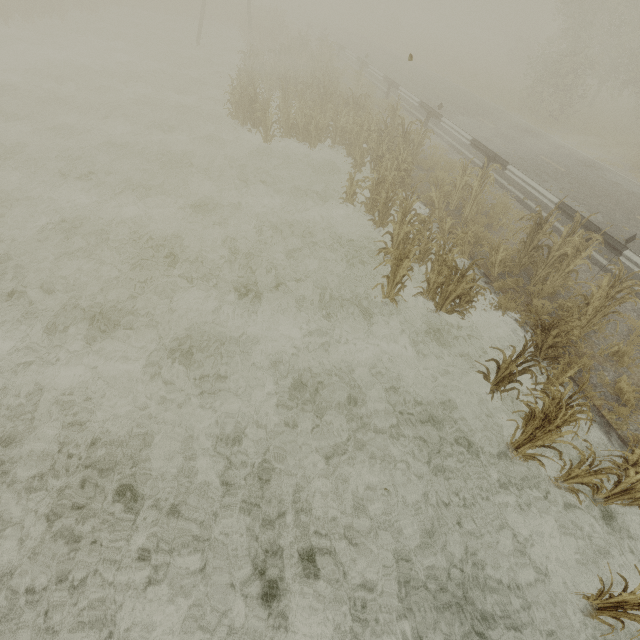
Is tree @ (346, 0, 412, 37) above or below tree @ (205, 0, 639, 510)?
above

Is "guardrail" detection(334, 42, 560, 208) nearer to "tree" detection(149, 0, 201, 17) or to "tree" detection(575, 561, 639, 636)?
"tree" detection(575, 561, 639, 636)

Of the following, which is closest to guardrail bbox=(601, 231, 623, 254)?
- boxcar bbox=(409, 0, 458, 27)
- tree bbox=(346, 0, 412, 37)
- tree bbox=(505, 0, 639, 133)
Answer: tree bbox=(505, 0, 639, 133)

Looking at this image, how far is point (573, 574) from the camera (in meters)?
4.49

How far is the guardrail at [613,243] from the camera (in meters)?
8.23

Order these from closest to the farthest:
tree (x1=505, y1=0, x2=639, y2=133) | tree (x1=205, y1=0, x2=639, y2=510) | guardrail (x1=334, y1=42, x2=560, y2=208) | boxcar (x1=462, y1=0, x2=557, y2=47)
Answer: tree (x1=205, y1=0, x2=639, y2=510), guardrail (x1=334, y1=42, x2=560, y2=208), tree (x1=505, y1=0, x2=639, y2=133), boxcar (x1=462, y1=0, x2=557, y2=47)

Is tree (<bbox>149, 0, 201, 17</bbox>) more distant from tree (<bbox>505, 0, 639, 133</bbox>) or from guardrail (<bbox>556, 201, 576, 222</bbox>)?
tree (<bbox>505, 0, 639, 133</bbox>)

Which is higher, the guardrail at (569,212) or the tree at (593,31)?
the tree at (593,31)
